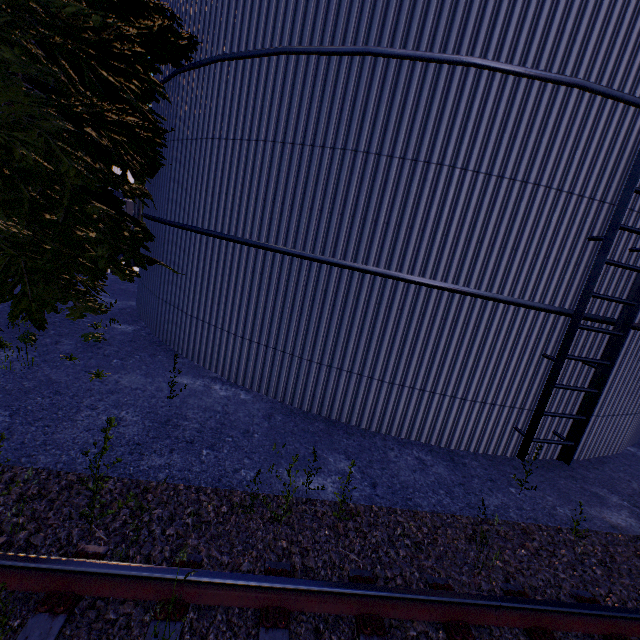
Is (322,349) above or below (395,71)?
below
